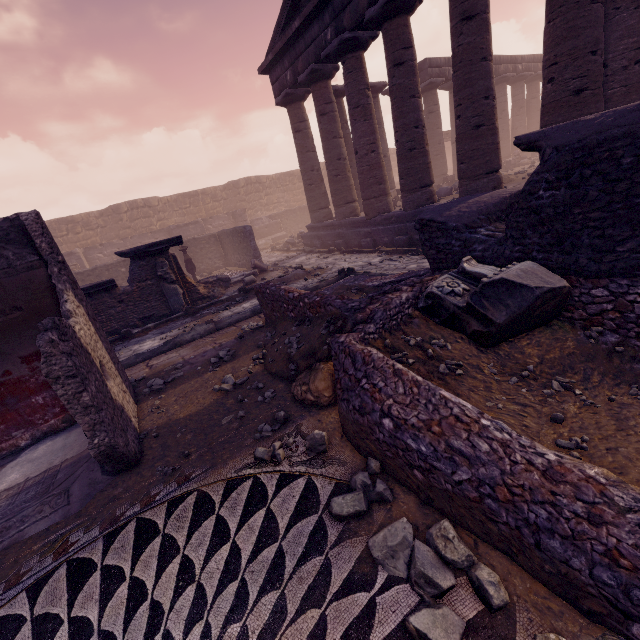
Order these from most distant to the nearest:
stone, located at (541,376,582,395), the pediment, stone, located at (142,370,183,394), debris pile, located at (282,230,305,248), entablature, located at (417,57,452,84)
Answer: debris pile, located at (282,230,305,248) → entablature, located at (417,57,452,84) → the pediment → stone, located at (142,370,183,394) → stone, located at (541,376,582,395)

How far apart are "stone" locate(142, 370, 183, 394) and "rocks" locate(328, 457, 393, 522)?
3.7m

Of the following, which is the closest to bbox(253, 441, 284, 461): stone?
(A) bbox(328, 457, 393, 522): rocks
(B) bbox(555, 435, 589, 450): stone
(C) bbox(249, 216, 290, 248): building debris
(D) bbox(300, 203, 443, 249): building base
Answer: (A) bbox(328, 457, 393, 522): rocks

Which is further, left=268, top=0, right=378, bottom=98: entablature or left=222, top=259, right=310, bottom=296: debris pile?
left=222, top=259, right=310, bottom=296: debris pile

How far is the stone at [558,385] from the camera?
2.7m

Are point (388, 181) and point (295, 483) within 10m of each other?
no

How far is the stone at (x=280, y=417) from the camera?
3.3 meters

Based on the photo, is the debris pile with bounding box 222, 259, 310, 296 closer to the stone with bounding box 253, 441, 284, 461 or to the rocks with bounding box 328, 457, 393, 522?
the stone with bounding box 253, 441, 284, 461
